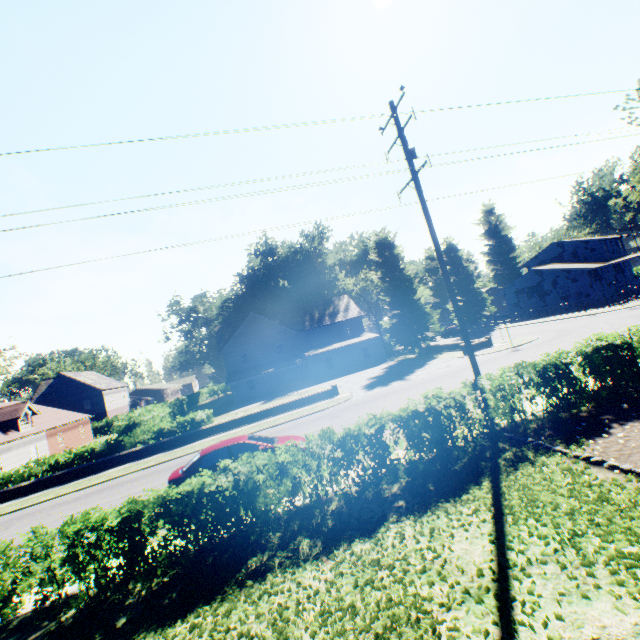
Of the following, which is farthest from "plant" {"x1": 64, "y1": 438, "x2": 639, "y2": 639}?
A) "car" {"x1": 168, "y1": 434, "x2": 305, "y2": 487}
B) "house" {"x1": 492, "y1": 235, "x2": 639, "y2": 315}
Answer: → "car" {"x1": 168, "y1": 434, "x2": 305, "y2": 487}

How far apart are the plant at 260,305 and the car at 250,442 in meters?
46.0 m

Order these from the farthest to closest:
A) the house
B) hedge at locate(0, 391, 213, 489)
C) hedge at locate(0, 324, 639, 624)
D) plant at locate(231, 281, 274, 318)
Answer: plant at locate(231, 281, 274, 318) → the house → hedge at locate(0, 391, 213, 489) → hedge at locate(0, 324, 639, 624)

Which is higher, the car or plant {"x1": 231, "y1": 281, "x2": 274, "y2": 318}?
plant {"x1": 231, "y1": 281, "x2": 274, "y2": 318}

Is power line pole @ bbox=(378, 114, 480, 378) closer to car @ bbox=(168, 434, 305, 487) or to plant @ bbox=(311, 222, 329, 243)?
car @ bbox=(168, 434, 305, 487)

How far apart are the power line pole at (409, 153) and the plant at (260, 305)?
47.7m

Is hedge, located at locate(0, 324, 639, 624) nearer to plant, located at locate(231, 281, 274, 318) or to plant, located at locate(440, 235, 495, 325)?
plant, located at locate(440, 235, 495, 325)

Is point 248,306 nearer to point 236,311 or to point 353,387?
point 236,311
